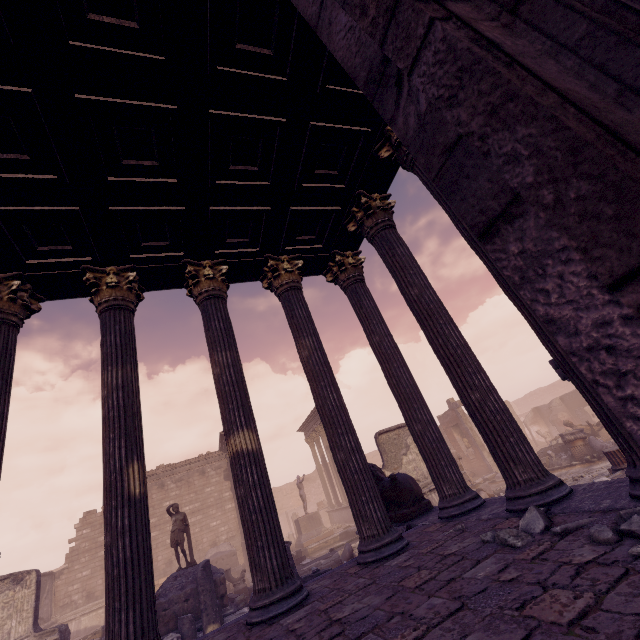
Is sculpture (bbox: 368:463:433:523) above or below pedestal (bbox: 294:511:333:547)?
above

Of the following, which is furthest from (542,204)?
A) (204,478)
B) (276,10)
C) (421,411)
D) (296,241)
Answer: (204,478)

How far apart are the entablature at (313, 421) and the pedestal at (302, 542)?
5.64m

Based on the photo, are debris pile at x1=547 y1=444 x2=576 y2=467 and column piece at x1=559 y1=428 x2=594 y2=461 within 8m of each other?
yes

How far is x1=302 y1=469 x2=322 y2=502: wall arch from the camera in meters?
37.1

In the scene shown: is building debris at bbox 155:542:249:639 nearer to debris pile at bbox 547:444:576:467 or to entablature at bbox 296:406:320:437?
entablature at bbox 296:406:320:437

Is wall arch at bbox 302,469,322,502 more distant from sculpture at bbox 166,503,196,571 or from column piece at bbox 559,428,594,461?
sculpture at bbox 166,503,196,571

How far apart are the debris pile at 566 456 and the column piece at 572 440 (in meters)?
0.00
